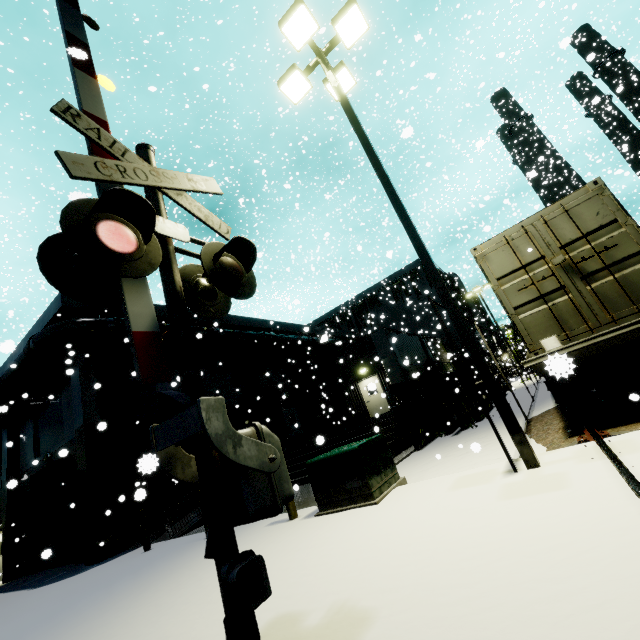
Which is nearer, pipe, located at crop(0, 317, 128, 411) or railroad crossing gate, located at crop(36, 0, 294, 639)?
railroad crossing gate, located at crop(36, 0, 294, 639)

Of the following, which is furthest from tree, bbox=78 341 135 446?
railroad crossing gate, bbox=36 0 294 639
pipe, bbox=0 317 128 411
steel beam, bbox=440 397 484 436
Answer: steel beam, bbox=440 397 484 436

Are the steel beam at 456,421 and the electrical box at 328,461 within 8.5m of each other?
yes

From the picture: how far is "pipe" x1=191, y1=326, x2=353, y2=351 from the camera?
18.02m

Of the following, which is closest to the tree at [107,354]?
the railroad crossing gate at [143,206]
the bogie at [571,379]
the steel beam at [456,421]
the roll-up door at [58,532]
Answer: the railroad crossing gate at [143,206]

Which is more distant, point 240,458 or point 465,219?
point 465,219

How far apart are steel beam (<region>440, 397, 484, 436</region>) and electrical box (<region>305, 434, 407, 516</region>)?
5.80m

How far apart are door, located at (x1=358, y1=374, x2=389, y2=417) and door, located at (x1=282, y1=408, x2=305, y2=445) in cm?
500
